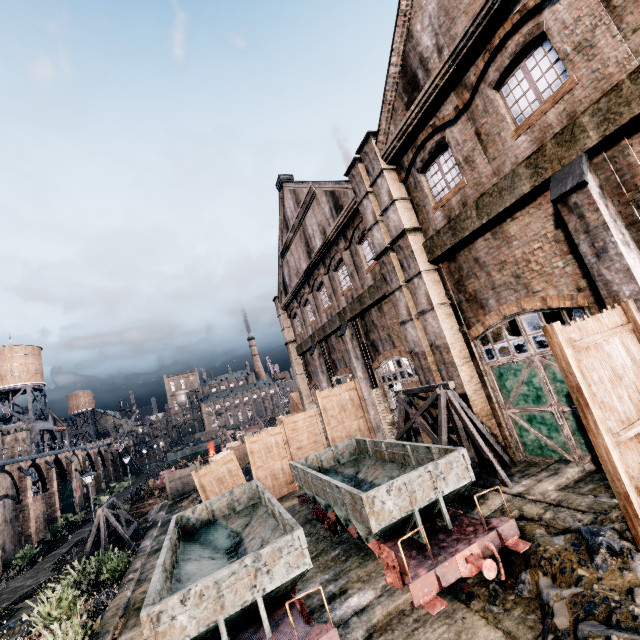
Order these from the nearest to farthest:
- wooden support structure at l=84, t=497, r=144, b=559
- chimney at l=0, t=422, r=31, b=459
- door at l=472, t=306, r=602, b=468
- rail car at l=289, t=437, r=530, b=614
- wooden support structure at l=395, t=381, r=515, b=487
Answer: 1. rail car at l=289, t=437, r=530, b=614
2. door at l=472, t=306, r=602, b=468
3. wooden support structure at l=395, t=381, r=515, b=487
4. wooden support structure at l=84, t=497, r=144, b=559
5. chimney at l=0, t=422, r=31, b=459

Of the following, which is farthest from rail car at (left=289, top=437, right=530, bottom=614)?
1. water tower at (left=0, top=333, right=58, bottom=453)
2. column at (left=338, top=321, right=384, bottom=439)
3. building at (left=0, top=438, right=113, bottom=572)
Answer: water tower at (left=0, top=333, right=58, bottom=453)

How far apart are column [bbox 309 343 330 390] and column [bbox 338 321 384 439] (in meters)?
5.65

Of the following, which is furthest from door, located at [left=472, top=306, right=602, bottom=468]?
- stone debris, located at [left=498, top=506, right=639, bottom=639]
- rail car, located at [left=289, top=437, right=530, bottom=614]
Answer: rail car, located at [left=289, top=437, right=530, bottom=614]

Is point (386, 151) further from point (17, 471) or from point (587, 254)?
point (17, 471)

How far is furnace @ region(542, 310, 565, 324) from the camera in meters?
11.1 m

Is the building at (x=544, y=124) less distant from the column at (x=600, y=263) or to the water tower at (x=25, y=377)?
the column at (x=600, y=263)

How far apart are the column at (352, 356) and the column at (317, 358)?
5.7 meters
